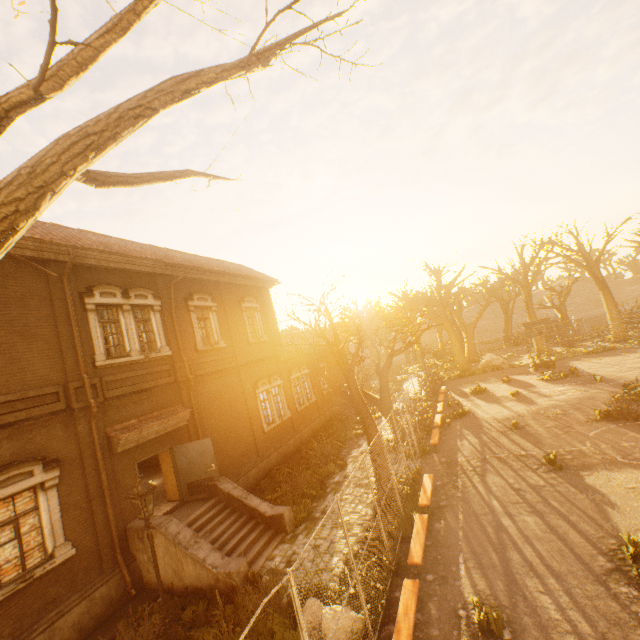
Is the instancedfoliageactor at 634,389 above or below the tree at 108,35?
below

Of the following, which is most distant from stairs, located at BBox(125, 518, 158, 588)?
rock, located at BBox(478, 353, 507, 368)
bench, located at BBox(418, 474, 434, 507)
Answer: rock, located at BBox(478, 353, 507, 368)

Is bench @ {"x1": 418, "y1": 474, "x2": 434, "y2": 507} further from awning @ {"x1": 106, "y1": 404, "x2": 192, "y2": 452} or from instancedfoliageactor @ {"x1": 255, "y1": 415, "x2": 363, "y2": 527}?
awning @ {"x1": 106, "y1": 404, "x2": 192, "y2": 452}

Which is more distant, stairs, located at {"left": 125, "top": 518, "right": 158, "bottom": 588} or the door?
the door

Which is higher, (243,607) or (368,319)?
Result: (368,319)

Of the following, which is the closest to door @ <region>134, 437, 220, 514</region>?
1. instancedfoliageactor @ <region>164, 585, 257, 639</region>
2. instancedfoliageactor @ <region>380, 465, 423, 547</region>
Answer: instancedfoliageactor @ <region>164, 585, 257, 639</region>

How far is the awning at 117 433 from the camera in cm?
1043

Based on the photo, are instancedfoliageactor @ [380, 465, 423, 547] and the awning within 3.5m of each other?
no
